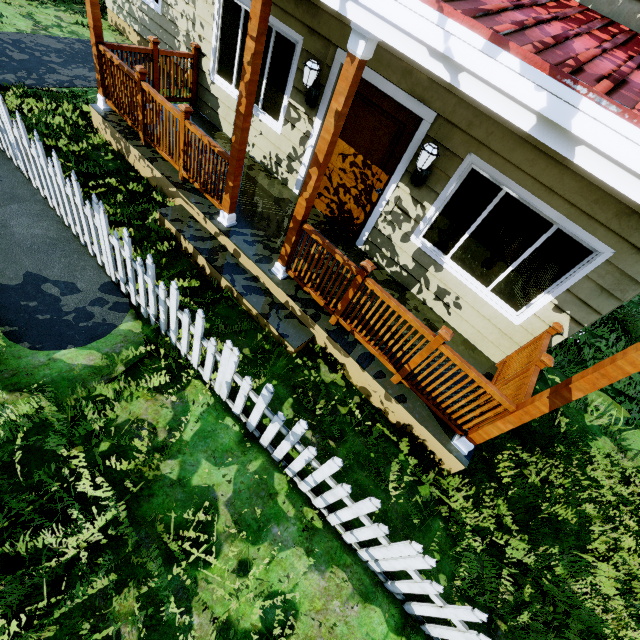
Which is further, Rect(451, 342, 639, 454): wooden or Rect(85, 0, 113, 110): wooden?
Rect(85, 0, 113, 110): wooden

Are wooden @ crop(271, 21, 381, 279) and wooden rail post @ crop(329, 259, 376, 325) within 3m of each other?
yes

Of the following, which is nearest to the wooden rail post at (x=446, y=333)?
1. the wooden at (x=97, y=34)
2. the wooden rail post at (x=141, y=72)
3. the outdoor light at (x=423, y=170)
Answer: the outdoor light at (x=423, y=170)

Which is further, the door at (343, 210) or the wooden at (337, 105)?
the door at (343, 210)

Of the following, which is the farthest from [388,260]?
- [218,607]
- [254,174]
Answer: [218,607]

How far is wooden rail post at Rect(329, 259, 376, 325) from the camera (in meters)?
3.54

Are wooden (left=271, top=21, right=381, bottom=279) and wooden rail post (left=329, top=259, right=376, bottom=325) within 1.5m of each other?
yes

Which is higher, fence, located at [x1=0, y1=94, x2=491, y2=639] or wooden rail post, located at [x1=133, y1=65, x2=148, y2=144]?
wooden rail post, located at [x1=133, y1=65, x2=148, y2=144]
